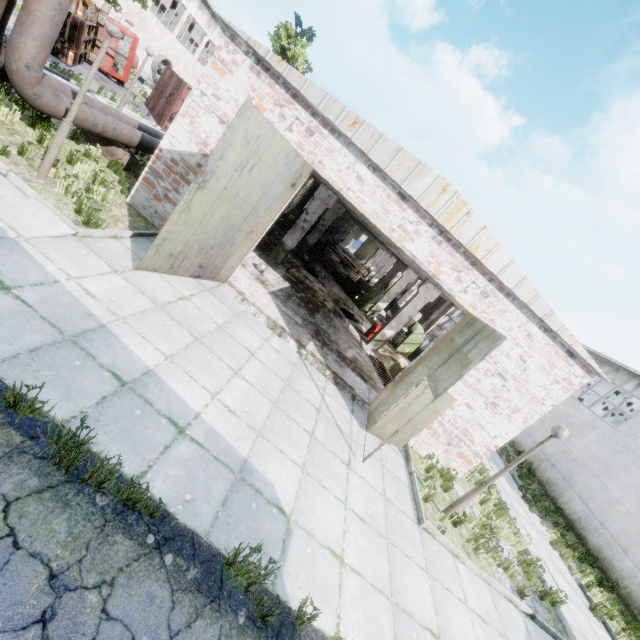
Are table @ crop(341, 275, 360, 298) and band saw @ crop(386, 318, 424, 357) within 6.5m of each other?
yes

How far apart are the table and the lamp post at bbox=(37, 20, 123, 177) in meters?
16.1 m

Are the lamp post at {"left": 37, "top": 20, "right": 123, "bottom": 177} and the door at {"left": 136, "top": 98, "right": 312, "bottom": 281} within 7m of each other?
yes

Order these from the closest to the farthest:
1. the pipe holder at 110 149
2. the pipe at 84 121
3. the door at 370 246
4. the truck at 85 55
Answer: the pipe at 84 121 < the pipe holder at 110 149 < the truck at 85 55 < the door at 370 246

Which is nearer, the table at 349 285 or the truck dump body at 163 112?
the truck dump body at 163 112

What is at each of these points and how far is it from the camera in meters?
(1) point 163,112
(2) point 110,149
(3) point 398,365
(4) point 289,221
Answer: (1) truck dump body, 20.6
(2) pipe holder, 10.2
(3) concrete debris, 14.4
(4) band saw, 22.4

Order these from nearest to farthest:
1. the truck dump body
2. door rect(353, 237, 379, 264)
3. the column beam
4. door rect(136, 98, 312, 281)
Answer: door rect(136, 98, 312, 281)
the column beam
the truck dump body
door rect(353, 237, 379, 264)

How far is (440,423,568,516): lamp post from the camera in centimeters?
678cm
